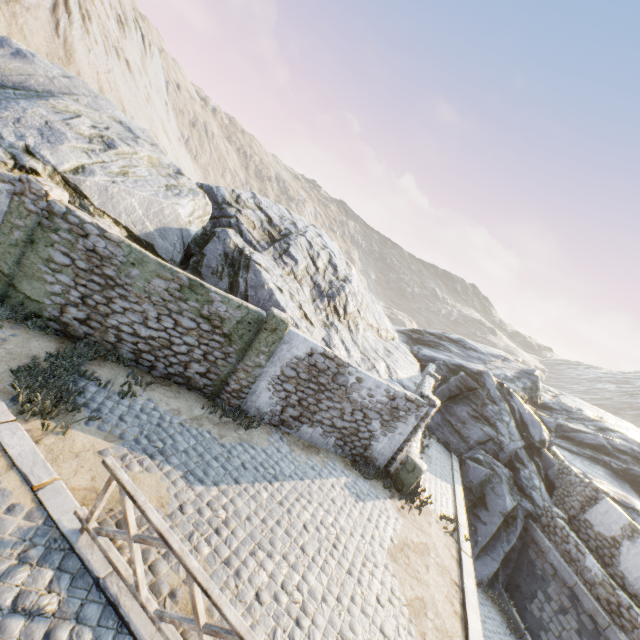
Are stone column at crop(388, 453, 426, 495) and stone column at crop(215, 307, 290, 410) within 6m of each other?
yes

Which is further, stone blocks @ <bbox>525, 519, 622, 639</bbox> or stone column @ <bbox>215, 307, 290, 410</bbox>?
stone blocks @ <bbox>525, 519, 622, 639</bbox>

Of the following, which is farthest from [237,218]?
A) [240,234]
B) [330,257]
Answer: [330,257]

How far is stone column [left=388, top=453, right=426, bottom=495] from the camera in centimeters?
1062cm

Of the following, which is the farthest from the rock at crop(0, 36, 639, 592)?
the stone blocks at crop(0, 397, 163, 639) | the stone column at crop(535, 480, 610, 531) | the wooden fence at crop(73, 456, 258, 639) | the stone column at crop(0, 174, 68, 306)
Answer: the stone column at crop(535, 480, 610, 531)

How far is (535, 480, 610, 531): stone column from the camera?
14.8m

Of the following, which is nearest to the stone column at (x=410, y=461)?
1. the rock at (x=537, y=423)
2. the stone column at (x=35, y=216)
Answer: the rock at (x=537, y=423)

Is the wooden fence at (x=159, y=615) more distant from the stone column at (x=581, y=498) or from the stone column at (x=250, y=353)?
the stone column at (x=581, y=498)
